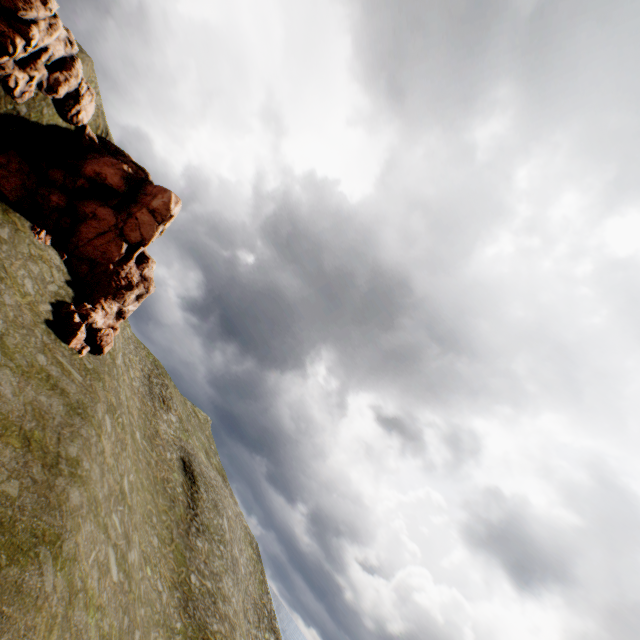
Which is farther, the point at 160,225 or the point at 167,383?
the point at 167,383
